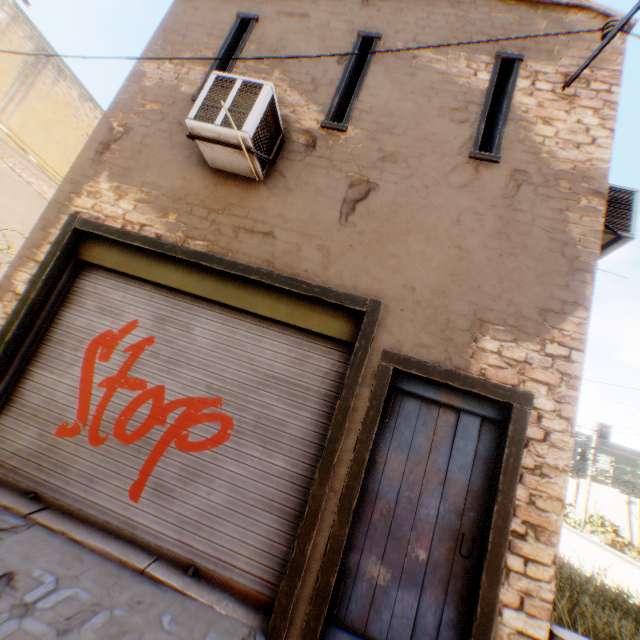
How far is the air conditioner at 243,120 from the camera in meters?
3.6

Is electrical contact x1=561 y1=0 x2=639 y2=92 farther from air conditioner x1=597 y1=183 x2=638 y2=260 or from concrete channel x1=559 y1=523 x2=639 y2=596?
concrete channel x1=559 y1=523 x2=639 y2=596

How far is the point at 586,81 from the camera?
4.28m

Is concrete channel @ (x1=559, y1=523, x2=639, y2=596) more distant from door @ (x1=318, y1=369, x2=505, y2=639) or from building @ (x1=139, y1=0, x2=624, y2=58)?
door @ (x1=318, y1=369, x2=505, y2=639)

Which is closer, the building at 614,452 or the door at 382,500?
the door at 382,500

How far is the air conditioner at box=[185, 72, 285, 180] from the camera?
3.6m

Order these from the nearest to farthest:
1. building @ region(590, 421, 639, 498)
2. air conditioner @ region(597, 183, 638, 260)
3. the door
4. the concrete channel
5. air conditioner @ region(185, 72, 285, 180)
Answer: the door → air conditioner @ region(185, 72, 285, 180) → air conditioner @ region(597, 183, 638, 260) → the concrete channel → building @ region(590, 421, 639, 498)

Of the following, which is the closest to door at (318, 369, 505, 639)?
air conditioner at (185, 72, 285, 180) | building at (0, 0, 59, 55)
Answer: building at (0, 0, 59, 55)
